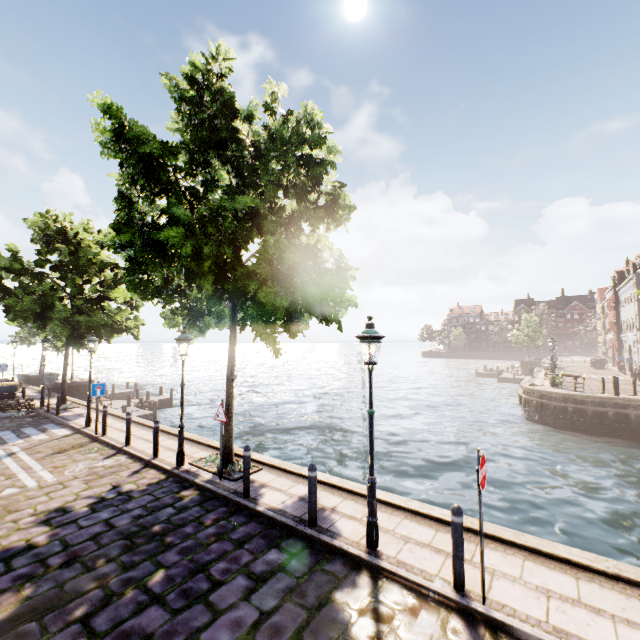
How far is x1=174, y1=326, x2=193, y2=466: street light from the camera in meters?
9.0 m

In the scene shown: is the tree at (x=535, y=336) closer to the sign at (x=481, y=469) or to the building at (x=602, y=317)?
the building at (x=602, y=317)

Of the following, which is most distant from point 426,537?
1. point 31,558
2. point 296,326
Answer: point 31,558

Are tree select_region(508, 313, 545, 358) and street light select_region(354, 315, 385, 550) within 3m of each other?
no

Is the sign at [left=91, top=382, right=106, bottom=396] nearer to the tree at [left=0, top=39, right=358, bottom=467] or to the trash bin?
the tree at [left=0, top=39, right=358, bottom=467]

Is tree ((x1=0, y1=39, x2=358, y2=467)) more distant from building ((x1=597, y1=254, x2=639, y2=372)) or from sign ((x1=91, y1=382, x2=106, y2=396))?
sign ((x1=91, y1=382, x2=106, y2=396))

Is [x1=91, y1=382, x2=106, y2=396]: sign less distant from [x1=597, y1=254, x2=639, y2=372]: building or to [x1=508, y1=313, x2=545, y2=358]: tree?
[x1=597, y1=254, x2=639, y2=372]: building

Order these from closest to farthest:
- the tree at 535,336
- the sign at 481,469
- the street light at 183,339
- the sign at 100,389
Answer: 1. the sign at 481,469
2. the street light at 183,339
3. the sign at 100,389
4. the tree at 535,336
